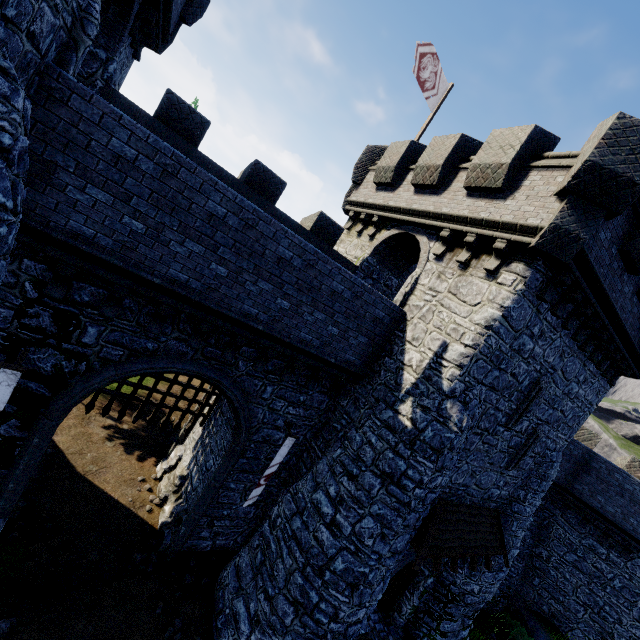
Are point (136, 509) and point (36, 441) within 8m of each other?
yes

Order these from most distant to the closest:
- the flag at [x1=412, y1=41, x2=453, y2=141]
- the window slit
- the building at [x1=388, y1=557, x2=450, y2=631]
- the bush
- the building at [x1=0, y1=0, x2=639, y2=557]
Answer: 1. the bush
2. the flag at [x1=412, y1=41, x2=453, y2=141]
3. the building at [x1=388, y1=557, x2=450, y2=631]
4. the window slit
5. the building at [x1=0, y1=0, x2=639, y2=557]

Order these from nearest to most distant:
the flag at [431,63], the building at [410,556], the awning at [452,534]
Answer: the awning at [452,534] < the building at [410,556] < the flag at [431,63]

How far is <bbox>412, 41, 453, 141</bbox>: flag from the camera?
13.3m

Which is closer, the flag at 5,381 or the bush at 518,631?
the flag at 5,381

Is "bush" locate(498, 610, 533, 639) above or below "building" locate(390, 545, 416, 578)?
below

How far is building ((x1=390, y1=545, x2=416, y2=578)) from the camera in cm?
1104

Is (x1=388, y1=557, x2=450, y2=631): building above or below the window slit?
below
